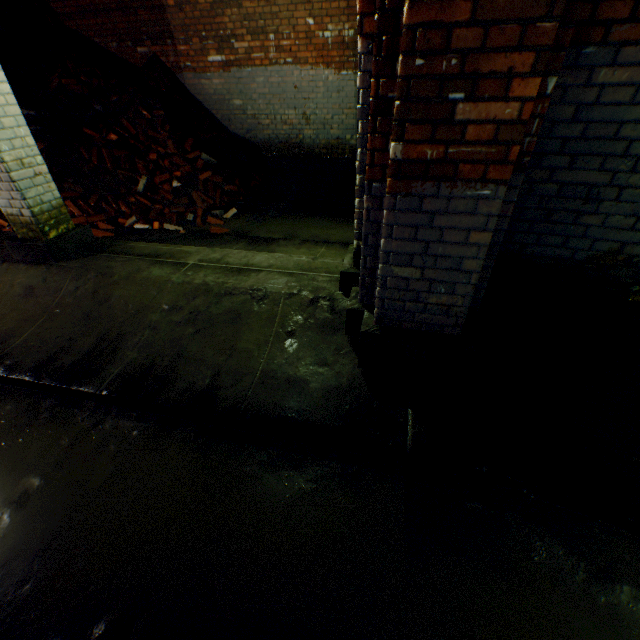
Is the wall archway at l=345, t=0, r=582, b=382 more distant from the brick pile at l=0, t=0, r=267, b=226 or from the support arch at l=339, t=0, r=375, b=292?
the brick pile at l=0, t=0, r=267, b=226

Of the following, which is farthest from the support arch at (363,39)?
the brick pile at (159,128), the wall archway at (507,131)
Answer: the brick pile at (159,128)

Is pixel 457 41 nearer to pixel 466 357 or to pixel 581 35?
pixel 581 35

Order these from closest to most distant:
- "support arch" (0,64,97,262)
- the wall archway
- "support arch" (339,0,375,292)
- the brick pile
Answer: the wall archway
"support arch" (339,0,375,292)
"support arch" (0,64,97,262)
the brick pile

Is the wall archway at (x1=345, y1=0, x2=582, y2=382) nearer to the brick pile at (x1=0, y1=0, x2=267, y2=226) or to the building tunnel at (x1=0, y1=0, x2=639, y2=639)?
the building tunnel at (x1=0, y1=0, x2=639, y2=639)

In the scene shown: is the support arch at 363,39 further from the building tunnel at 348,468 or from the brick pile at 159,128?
the brick pile at 159,128

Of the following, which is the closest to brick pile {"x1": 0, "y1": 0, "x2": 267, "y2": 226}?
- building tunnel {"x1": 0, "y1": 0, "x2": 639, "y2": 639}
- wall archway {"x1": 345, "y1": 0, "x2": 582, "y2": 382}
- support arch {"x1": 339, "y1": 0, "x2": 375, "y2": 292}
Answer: building tunnel {"x1": 0, "y1": 0, "x2": 639, "y2": 639}
